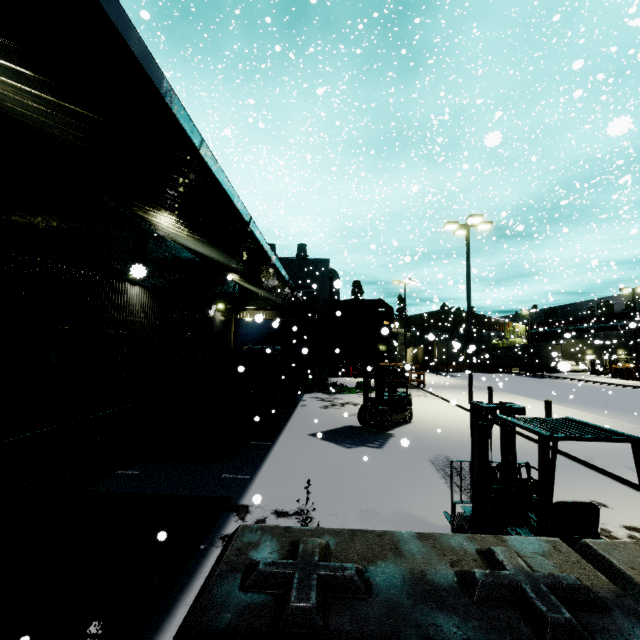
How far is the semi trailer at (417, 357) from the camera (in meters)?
37.89

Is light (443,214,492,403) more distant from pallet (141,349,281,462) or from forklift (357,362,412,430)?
pallet (141,349,281,462)

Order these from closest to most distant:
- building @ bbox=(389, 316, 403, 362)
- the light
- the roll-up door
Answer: the light, the roll-up door, building @ bbox=(389, 316, 403, 362)

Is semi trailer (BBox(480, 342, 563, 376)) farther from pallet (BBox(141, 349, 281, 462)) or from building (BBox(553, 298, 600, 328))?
pallet (BBox(141, 349, 281, 462))

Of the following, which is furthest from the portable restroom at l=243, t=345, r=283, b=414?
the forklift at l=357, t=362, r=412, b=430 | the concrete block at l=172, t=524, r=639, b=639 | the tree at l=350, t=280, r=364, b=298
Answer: the tree at l=350, t=280, r=364, b=298

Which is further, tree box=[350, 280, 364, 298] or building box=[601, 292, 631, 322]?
tree box=[350, 280, 364, 298]

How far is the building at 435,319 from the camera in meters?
32.9 m

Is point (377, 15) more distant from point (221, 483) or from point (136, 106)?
point (221, 483)
